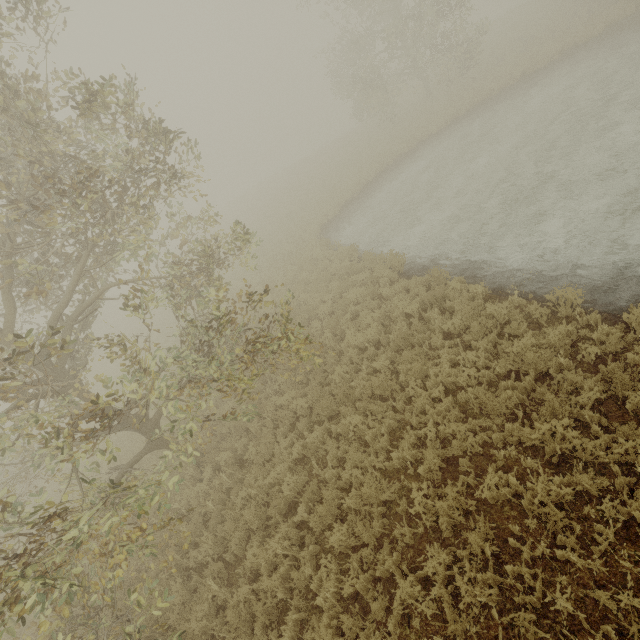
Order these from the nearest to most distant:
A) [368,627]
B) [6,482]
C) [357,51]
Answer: [368,627], [6,482], [357,51]
